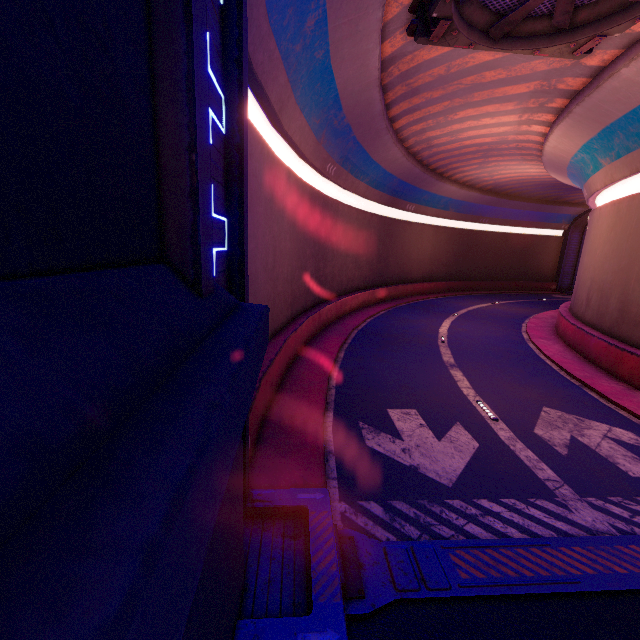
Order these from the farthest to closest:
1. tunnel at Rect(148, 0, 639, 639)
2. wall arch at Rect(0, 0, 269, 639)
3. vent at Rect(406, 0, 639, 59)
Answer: vent at Rect(406, 0, 639, 59)
tunnel at Rect(148, 0, 639, 639)
wall arch at Rect(0, 0, 269, 639)

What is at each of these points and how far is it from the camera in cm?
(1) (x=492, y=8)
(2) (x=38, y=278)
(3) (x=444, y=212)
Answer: (1) vent, 904
(2) wall arch, 126
(3) tunnel, 3541

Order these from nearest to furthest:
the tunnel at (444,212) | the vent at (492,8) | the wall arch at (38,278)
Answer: the wall arch at (38,278) → the tunnel at (444,212) → the vent at (492,8)

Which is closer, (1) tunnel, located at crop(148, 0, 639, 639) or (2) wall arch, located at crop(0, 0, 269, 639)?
(2) wall arch, located at crop(0, 0, 269, 639)

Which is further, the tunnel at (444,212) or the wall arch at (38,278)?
the tunnel at (444,212)

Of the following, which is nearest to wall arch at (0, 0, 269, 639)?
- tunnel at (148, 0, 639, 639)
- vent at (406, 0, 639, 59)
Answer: tunnel at (148, 0, 639, 639)

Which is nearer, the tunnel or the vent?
the tunnel
